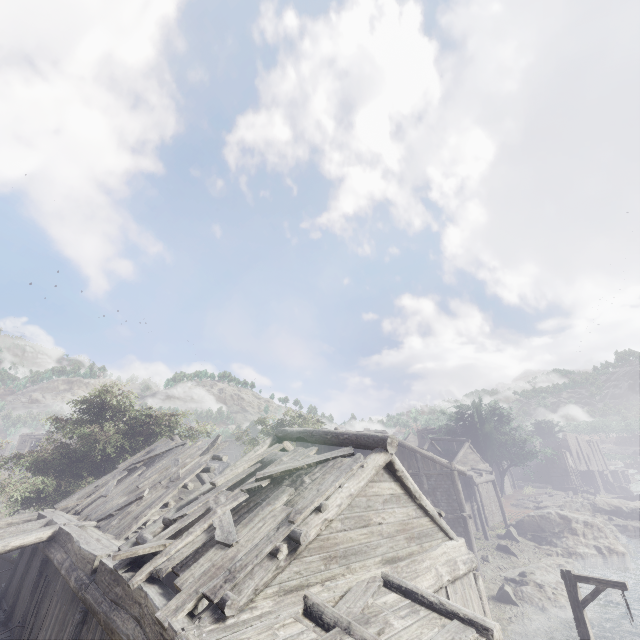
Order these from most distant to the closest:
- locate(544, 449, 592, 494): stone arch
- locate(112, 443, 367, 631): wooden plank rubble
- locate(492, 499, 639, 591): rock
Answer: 1. locate(544, 449, 592, 494): stone arch
2. locate(492, 499, 639, 591): rock
3. locate(112, 443, 367, 631): wooden plank rubble

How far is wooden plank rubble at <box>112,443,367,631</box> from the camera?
5.1 meters

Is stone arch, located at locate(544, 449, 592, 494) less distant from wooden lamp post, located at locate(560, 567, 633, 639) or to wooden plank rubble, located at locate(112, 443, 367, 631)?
wooden lamp post, located at locate(560, 567, 633, 639)

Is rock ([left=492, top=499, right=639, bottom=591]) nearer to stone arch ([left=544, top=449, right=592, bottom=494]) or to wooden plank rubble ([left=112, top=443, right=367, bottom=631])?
stone arch ([left=544, top=449, right=592, bottom=494])

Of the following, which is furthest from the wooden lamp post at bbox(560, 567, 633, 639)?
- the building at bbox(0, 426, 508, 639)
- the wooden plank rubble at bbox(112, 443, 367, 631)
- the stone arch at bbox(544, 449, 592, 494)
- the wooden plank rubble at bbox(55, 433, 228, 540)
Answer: the stone arch at bbox(544, 449, 592, 494)

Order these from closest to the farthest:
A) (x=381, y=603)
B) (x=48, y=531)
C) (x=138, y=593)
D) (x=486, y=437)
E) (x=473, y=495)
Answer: (x=138, y=593) → (x=381, y=603) → (x=48, y=531) → (x=473, y=495) → (x=486, y=437)

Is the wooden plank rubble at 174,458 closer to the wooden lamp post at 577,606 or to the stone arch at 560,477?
the wooden lamp post at 577,606

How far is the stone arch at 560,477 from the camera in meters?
49.6 m
